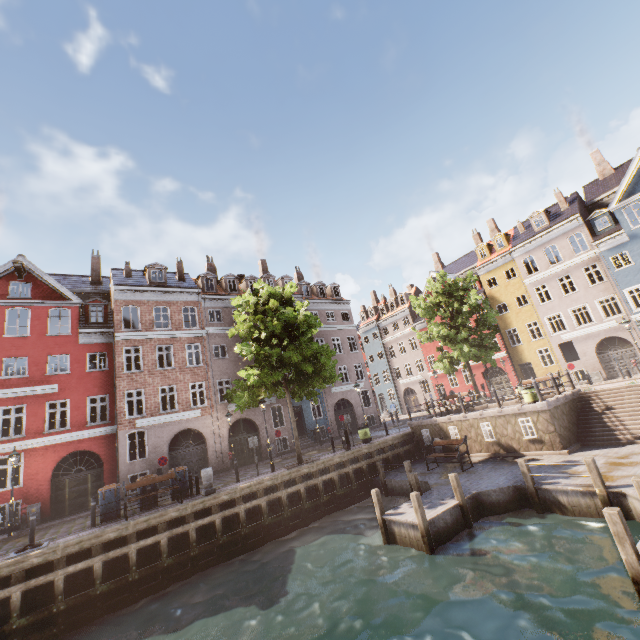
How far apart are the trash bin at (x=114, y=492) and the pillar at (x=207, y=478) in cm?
328

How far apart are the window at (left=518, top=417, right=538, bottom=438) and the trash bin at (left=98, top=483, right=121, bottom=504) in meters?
18.3 m

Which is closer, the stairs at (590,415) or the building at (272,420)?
the stairs at (590,415)

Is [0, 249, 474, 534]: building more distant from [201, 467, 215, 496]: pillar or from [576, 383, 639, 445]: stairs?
[576, 383, 639, 445]: stairs

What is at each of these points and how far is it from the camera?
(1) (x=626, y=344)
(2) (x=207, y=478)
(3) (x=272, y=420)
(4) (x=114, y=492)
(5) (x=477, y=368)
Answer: (1) building, 25.7 meters
(2) pillar, 14.3 meters
(3) building, 25.8 meters
(4) trash bin, 13.6 meters
(5) building, 35.2 meters

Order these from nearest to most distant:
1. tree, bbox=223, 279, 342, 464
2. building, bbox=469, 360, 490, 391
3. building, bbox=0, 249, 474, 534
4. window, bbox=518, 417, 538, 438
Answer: window, bbox=518, 417, 538, 438
tree, bbox=223, 279, 342, 464
building, bbox=0, 249, 474, 534
building, bbox=469, 360, 490, 391

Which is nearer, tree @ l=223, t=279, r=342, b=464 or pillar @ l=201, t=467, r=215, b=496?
pillar @ l=201, t=467, r=215, b=496

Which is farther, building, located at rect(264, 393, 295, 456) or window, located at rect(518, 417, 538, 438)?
building, located at rect(264, 393, 295, 456)
